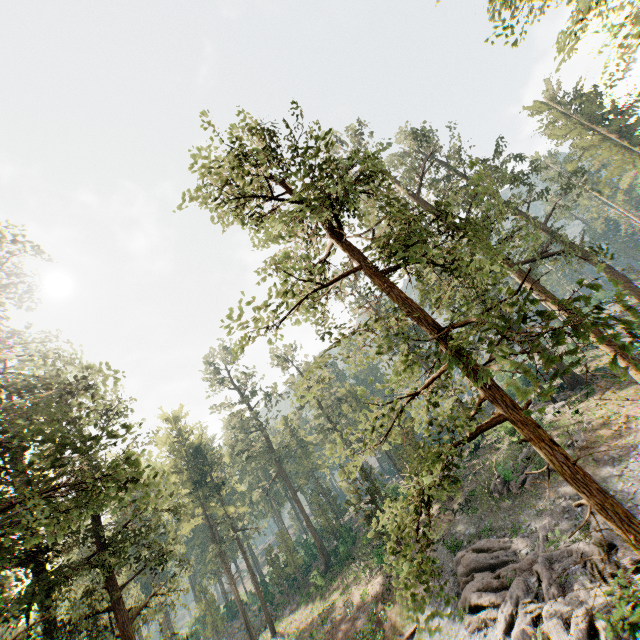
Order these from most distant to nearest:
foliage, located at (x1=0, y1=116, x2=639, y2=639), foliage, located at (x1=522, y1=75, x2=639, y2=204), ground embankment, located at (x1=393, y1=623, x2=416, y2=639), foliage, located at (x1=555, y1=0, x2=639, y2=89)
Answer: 1. foliage, located at (x1=522, y1=75, x2=639, y2=204)
2. ground embankment, located at (x1=393, y1=623, x2=416, y2=639)
3. foliage, located at (x1=555, y1=0, x2=639, y2=89)
4. foliage, located at (x1=0, y1=116, x2=639, y2=639)

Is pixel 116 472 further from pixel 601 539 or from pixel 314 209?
pixel 601 539

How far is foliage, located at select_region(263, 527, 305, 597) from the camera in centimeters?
4375cm

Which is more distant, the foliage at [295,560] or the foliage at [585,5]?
the foliage at [295,560]

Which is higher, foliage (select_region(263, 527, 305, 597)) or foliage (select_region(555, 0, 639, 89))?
foliage (select_region(555, 0, 639, 89))
